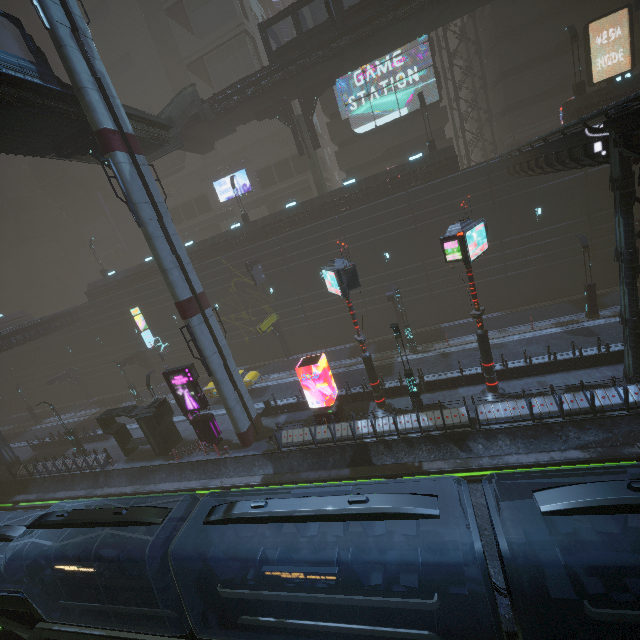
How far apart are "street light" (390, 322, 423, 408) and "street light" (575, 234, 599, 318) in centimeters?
1334cm

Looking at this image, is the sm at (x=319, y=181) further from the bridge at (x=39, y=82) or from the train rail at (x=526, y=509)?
the train rail at (x=526, y=509)

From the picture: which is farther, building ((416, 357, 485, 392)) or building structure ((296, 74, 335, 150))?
building structure ((296, 74, 335, 150))

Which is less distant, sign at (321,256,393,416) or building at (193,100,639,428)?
building at (193,100,639,428)

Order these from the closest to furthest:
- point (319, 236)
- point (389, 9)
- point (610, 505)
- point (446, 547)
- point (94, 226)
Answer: point (610, 505), point (446, 547), point (389, 9), point (319, 236), point (94, 226)

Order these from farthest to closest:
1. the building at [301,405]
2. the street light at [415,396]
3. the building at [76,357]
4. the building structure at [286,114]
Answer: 1. the building at [76,357]
2. the building structure at [286,114]
3. the building at [301,405]
4. the street light at [415,396]

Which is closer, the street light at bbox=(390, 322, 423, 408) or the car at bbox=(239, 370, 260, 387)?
the street light at bbox=(390, 322, 423, 408)

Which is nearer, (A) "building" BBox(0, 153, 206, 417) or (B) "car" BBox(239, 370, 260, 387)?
(B) "car" BBox(239, 370, 260, 387)
